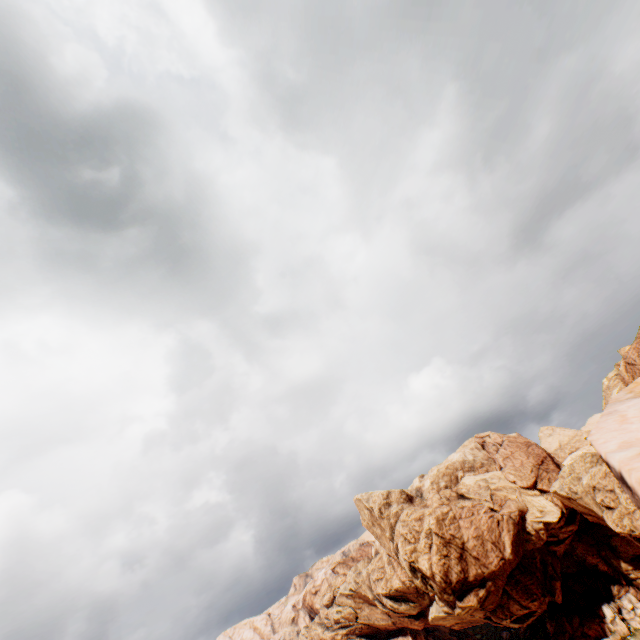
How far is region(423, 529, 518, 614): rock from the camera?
57.5 meters

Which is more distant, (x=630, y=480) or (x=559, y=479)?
(x=559, y=479)

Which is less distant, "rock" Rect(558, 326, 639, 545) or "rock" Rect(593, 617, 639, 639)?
"rock" Rect(558, 326, 639, 545)

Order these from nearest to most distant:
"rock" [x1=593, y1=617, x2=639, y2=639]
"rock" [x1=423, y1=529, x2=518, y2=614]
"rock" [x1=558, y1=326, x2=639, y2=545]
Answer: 1. "rock" [x1=558, y1=326, x2=639, y2=545]
2. "rock" [x1=423, y1=529, x2=518, y2=614]
3. "rock" [x1=593, y1=617, x2=639, y2=639]

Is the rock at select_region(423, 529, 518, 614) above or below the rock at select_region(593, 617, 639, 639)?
above

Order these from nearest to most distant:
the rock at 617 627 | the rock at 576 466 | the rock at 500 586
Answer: the rock at 576 466 → the rock at 500 586 → the rock at 617 627

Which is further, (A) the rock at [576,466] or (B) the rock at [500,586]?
(B) the rock at [500,586]
